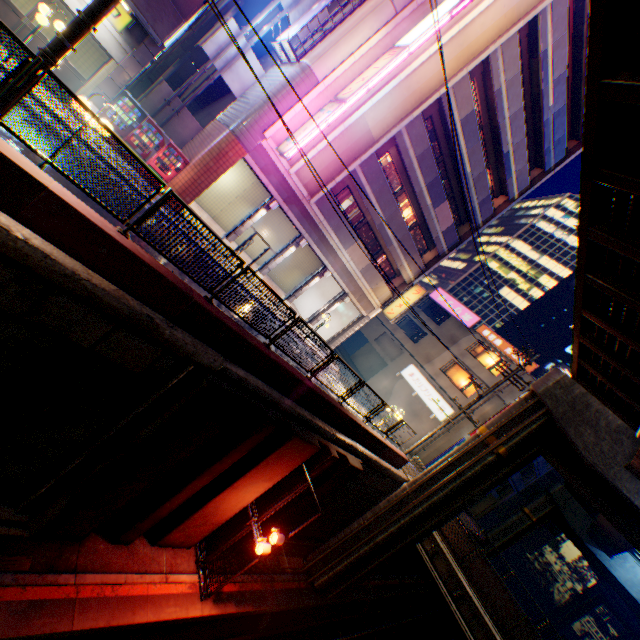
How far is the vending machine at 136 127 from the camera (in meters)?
13.39

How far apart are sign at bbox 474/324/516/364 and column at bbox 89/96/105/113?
29.4 meters

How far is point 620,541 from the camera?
20.52m

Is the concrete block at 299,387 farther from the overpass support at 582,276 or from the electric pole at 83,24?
→ the overpass support at 582,276

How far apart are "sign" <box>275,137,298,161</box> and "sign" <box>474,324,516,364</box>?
23.0m

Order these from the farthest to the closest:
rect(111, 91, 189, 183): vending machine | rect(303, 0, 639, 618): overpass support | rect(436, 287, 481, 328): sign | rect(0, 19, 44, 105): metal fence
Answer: rect(436, 287, 481, 328): sign, rect(111, 91, 189, 183): vending machine, rect(303, 0, 639, 618): overpass support, rect(0, 19, 44, 105): metal fence

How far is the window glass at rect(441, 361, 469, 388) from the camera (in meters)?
28.94

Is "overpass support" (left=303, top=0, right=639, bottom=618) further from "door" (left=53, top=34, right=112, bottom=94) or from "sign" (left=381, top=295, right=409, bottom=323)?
"door" (left=53, top=34, right=112, bottom=94)
